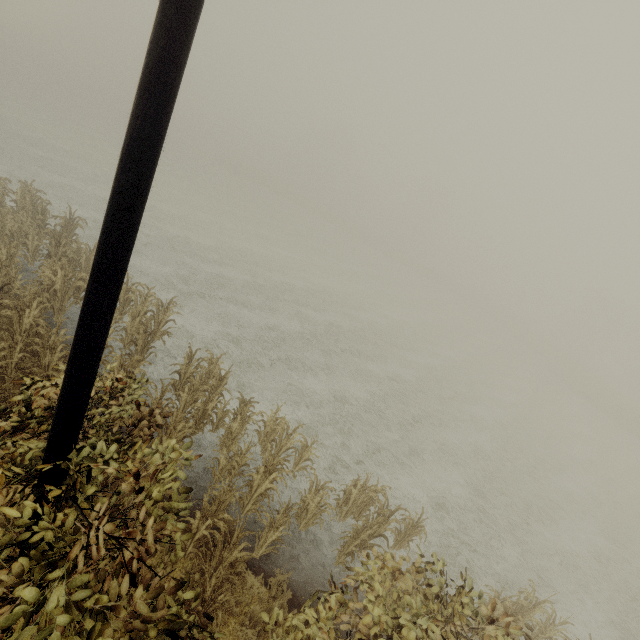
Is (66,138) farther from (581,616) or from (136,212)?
(581,616)
